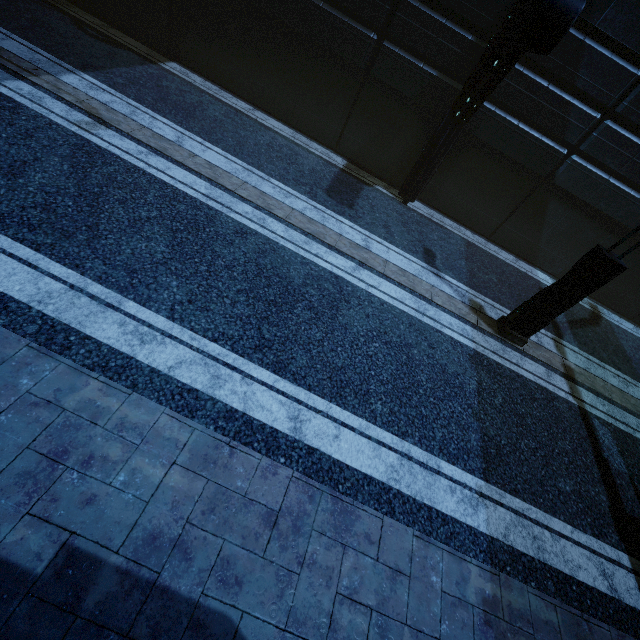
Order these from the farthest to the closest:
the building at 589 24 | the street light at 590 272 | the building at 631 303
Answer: the building at 631 303, the building at 589 24, the street light at 590 272

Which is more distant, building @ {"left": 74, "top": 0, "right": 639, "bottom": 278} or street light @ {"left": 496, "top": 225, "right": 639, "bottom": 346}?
building @ {"left": 74, "top": 0, "right": 639, "bottom": 278}

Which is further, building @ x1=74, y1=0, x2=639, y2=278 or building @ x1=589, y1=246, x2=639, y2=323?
building @ x1=589, y1=246, x2=639, y2=323

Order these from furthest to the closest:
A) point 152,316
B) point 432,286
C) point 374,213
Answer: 1. point 374,213
2. point 432,286
3. point 152,316

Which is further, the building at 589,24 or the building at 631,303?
the building at 631,303

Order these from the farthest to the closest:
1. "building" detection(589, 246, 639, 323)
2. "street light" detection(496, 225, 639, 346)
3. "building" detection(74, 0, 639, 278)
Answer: "building" detection(589, 246, 639, 323)
"building" detection(74, 0, 639, 278)
"street light" detection(496, 225, 639, 346)
